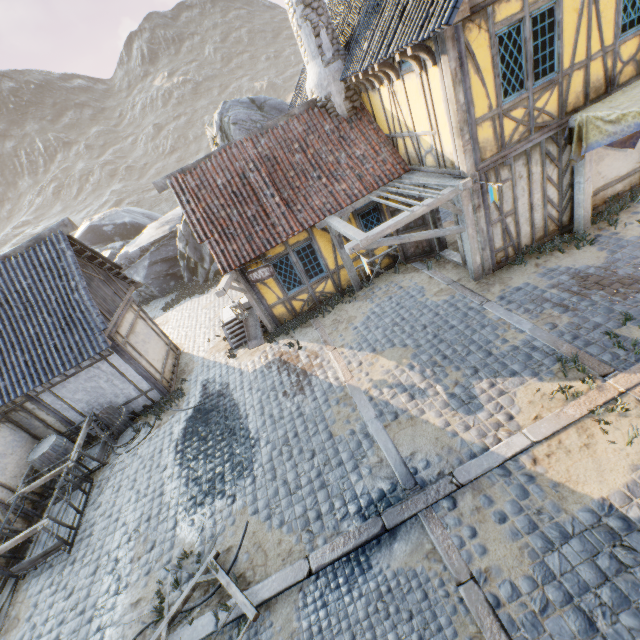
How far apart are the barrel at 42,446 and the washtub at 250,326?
6.2m

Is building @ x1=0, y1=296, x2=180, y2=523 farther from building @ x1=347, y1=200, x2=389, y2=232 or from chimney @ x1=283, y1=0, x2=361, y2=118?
chimney @ x1=283, y1=0, x2=361, y2=118

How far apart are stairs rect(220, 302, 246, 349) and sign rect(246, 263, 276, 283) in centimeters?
219cm

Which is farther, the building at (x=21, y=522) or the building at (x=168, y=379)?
the building at (x=168, y=379)

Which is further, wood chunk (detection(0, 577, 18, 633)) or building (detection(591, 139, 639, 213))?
building (detection(591, 139, 639, 213))

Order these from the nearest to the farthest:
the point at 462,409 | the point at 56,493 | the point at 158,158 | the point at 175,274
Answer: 1. the point at 462,409
2. the point at 56,493
3. the point at 175,274
4. the point at 158,158

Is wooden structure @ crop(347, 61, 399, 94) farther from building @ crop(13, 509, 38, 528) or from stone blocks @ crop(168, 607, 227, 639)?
building @ crop(13, 509, 38, 528)

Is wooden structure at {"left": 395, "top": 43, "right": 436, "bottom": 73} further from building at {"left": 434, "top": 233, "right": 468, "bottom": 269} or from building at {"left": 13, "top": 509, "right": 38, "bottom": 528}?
building at {"left": 13, "top": 509, "right": 38, "bottom": 528}
